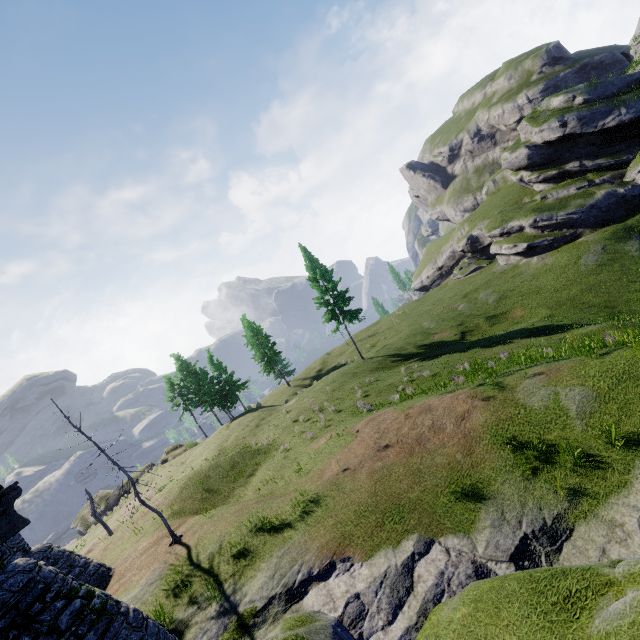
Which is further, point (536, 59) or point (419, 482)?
point (536, 59)

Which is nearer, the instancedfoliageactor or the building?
the building

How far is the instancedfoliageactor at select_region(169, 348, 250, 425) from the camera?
44.56m

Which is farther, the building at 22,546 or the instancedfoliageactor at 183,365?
the instancedfoliageactor at 183,365

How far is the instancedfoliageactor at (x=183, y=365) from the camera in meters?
44.6 m
